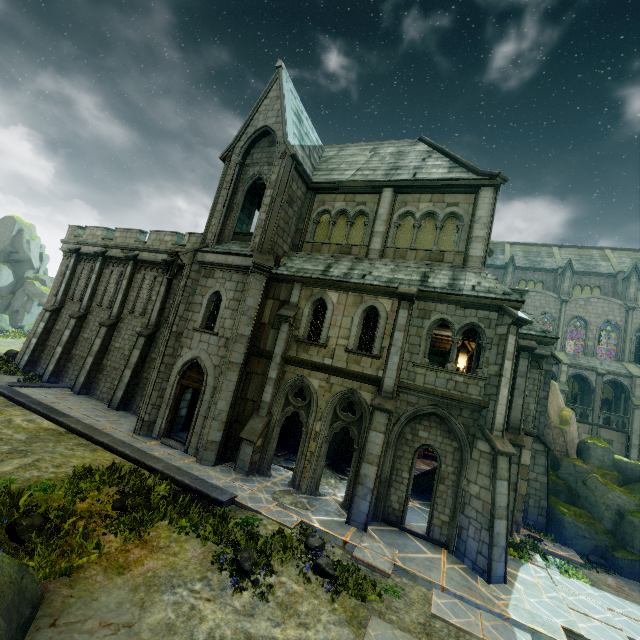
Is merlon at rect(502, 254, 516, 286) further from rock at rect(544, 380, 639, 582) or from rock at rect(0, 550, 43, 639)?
rock at rect(0, 550, 43, 639)

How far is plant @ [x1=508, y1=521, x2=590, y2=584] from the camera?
10.85m

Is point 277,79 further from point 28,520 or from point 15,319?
point 15,319

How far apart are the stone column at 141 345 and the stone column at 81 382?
2.5 meters

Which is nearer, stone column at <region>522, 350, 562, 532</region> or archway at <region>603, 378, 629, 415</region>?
stone column at <region>522, 350, 562, 532</region>

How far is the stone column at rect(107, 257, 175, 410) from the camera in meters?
17.5 m

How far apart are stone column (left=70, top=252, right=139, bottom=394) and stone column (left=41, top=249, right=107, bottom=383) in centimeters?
227cm

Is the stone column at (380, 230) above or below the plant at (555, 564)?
above
